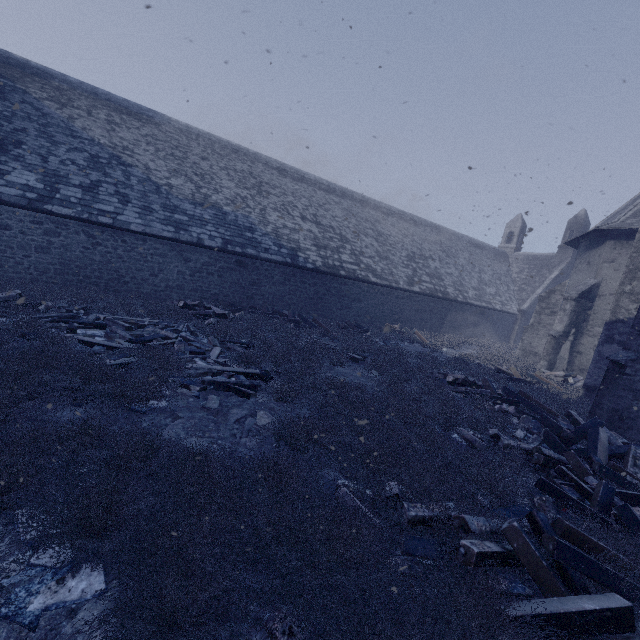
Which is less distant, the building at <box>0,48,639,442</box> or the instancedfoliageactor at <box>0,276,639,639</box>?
the instancedfoliageactor at <box>0,276,639,639</box>

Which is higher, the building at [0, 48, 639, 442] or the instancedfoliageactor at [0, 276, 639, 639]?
the building at [0, 48, 639, 442]

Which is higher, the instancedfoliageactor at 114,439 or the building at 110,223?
the building at 110,223

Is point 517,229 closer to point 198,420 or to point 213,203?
point 213,203

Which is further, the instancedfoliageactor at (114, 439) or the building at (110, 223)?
the building at (110, 223)
